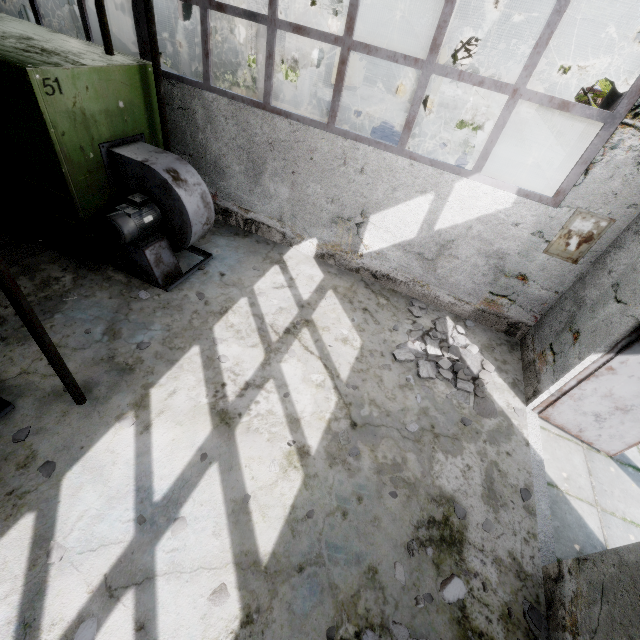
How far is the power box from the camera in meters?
5.0

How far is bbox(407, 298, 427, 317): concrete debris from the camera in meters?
6.6

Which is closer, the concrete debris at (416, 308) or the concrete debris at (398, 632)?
the concrete debris at (398, 632)

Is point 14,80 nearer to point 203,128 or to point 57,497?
point 203,128

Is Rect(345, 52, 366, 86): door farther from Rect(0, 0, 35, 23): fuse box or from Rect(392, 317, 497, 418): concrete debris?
Rect(392, 317, 497, 418): concrete debris

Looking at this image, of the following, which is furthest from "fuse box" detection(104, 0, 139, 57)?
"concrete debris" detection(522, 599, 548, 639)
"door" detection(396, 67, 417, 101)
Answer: "concrete debris" detection(522, 599, 548, 639)

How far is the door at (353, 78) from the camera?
22.6 meters

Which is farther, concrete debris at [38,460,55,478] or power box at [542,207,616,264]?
power box at [542,207,616,264]
